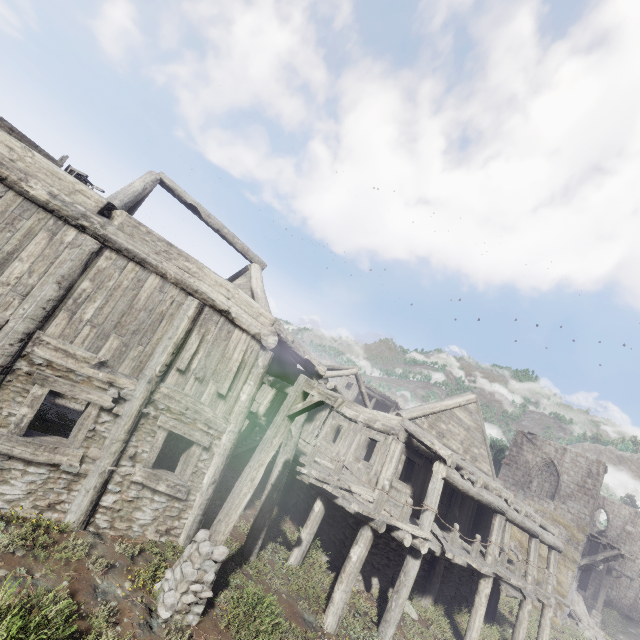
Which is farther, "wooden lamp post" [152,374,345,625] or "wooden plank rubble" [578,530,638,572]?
"wooden plank rubble" [578,530,638,572]

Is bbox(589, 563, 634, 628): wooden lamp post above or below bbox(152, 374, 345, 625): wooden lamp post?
above

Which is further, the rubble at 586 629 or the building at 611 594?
the building at 611 594

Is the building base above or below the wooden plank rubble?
below

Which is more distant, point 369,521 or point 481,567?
point 481,567

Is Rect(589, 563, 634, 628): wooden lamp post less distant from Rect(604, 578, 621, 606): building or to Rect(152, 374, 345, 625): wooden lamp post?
Rect(604, 578, 621, 606): building

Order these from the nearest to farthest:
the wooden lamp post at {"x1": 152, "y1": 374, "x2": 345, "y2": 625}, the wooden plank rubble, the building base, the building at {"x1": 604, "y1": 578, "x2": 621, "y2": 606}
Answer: the wooden lamp post at {"x1": 152, "y1": 374, "x2": 345, "y2": 625} → the building base → the wooden plank rubble → the building at {"x1": 604, "y1": 578, "x2": 621, "y2": 606}

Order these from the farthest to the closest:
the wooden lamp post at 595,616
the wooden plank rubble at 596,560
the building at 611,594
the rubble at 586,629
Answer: the building at 611,594
the wooden lamp post at 595,616
the rubble at 586,629
the wooden plank rubble at 596,560
